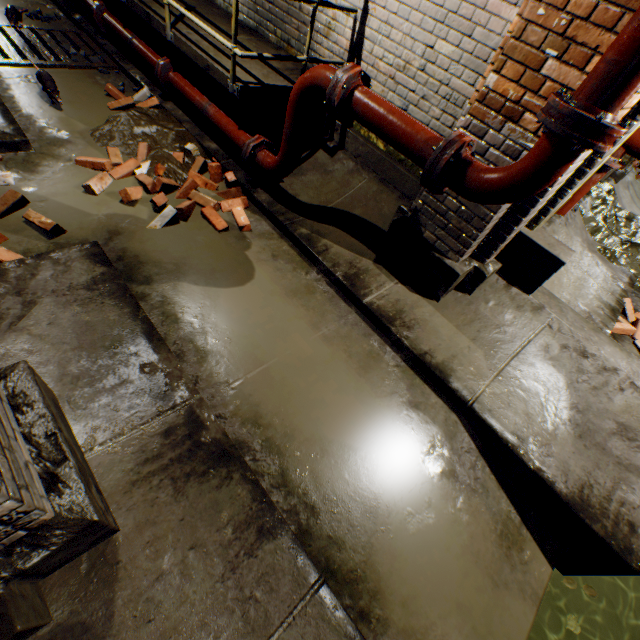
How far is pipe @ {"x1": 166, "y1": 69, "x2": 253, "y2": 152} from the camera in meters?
3.6 m

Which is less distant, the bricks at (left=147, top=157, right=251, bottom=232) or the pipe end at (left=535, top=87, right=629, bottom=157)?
Answer: the pipe end at (left=535, top=87, right=629, bottom=157)

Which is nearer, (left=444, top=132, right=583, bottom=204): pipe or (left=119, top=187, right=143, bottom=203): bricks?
(left=444, top=132, right=583, bottom=204): pipe

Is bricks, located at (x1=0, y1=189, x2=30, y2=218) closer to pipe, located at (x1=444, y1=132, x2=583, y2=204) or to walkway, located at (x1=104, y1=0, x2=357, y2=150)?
walkway, located at (x1=104, y1=0, x2=357, y2=150)

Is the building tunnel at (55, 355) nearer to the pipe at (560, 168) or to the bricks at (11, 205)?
the bricks at (11, 205)

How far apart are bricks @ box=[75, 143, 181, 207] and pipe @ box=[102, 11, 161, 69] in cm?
137

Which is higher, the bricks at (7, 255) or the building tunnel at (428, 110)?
the building tunnel at (428, 110)

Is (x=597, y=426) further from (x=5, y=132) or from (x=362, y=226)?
(x=5, y=132)
